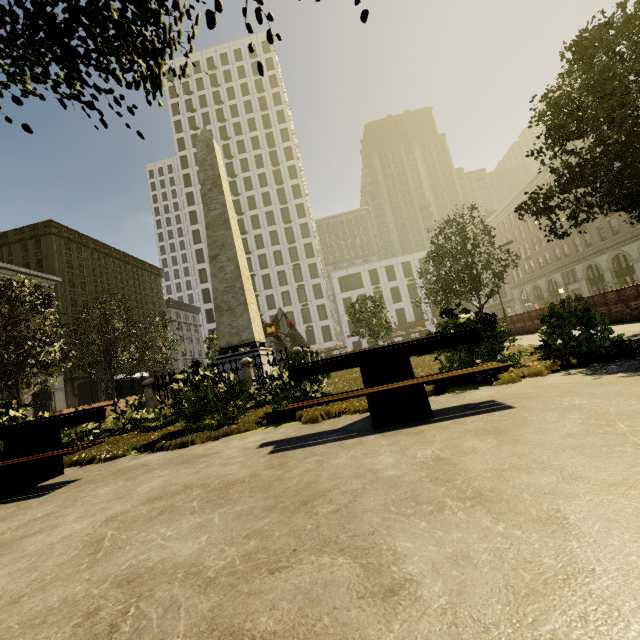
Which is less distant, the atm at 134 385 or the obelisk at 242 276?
the obelisk at 242 276

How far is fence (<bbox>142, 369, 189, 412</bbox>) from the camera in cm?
1049

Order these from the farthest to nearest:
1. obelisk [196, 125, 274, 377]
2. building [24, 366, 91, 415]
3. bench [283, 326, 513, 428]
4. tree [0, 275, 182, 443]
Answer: building [24, 366, 91, 415] < obelisk [196, 125, 274, 377] < tree [0, 275, 182, 443] < bench [283, 326, 513, 428]

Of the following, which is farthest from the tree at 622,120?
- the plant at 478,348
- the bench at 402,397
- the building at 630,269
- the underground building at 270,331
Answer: the bench at 402,397

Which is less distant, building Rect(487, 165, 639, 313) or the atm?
the atm

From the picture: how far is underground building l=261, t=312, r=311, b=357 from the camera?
30.72m

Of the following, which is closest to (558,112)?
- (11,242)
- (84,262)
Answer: (84,262)

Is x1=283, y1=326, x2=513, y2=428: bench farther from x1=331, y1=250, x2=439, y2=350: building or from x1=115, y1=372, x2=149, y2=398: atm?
x1=331, y1=250, x2=439, y2=350: building
